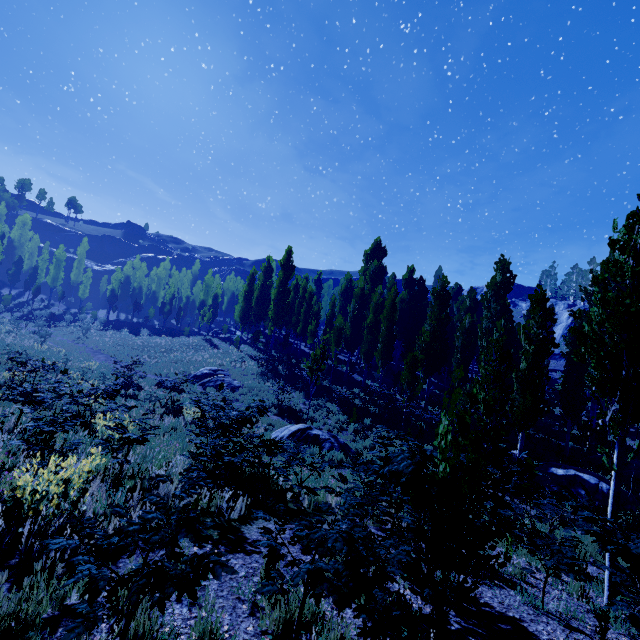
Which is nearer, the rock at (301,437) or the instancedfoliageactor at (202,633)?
the instancedfoliageactor at (202,633)

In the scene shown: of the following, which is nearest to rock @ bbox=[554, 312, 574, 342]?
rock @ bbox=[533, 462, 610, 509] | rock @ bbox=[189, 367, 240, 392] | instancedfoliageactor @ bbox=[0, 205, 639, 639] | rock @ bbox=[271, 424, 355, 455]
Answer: instancedfoliageactor @ bbox=[0, 205, 639, 639]

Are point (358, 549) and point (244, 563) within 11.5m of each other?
yes

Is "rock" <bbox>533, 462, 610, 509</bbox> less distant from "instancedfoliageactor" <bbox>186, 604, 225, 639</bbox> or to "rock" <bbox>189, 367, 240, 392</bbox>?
"instancedfoliageactor" <bbox>186, 604, 225, 639</bbox>

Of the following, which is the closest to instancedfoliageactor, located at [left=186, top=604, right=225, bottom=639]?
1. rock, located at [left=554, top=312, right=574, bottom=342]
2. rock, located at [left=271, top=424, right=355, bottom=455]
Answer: rock, located at [left=554, top=312, right=574, bottom=342]

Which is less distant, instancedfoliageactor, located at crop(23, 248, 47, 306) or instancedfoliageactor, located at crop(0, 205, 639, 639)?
instancedfoliageactor, located at crop(0, 205, 639, 639)

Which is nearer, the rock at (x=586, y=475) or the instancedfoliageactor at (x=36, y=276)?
the rock at (x=586, y=475)

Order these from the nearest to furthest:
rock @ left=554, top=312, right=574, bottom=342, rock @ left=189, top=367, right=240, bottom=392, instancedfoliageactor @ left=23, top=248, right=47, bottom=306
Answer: Result:
1. rock @ left=189, top=367, right=240, bottom=392
2. instancedfoliageactor @ left=23, top=248, right=47, bottom=306
3. rock @ left=554, top=312, right=574, bottom=342
